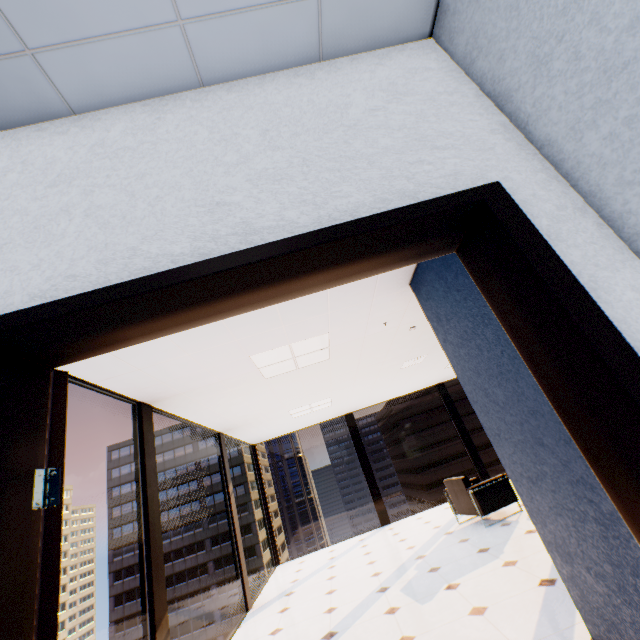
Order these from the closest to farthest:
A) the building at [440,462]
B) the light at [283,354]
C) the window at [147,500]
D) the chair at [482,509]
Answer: the window at [147,500] → the light at [283,354] → the chair at [482,509] → the building at [440,462]

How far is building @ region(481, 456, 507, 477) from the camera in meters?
58.7

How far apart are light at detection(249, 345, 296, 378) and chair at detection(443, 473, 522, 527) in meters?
3.6 m

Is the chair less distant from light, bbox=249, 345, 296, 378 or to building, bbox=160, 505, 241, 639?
light, bbox=249, 345, 296, 378

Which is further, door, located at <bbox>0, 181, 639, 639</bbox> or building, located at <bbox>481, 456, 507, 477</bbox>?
building, located at <bbox>481, 456, 507, 477</bbox>

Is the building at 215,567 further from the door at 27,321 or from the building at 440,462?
the door at 27,321

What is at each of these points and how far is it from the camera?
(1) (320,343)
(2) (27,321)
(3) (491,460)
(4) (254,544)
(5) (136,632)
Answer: (1) light, 4.08m
(2) door, 0.82m
(3) building, 59.69m
(4) building, 57.09m
(5) building, 52.47m

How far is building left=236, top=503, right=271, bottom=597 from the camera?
54.9m
